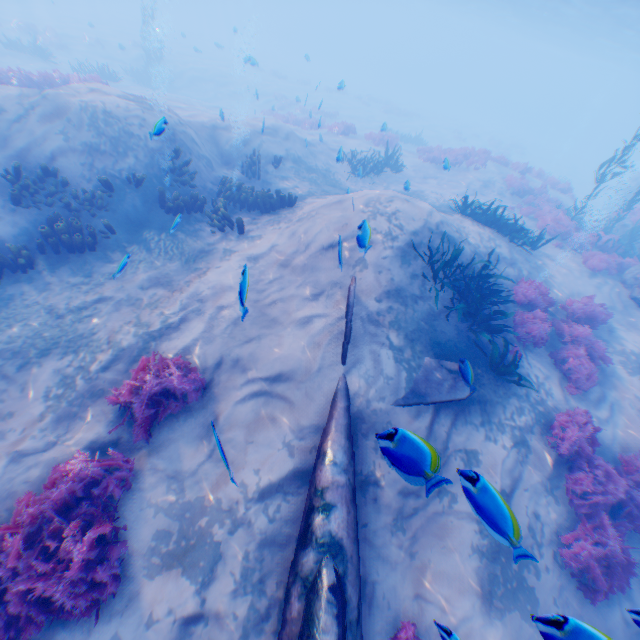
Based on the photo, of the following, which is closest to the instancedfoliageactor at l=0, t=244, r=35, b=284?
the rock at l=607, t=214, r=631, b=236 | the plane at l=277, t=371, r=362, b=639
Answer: the plane at l=277, t=371, r=362, b=639

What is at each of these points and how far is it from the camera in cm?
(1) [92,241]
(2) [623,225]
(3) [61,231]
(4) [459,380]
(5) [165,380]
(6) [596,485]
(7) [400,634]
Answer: (1) instancedfoliageactor, 798
(2) rock, 1788
(3) instancedfoliageactor, 766
(4) plane, 660
(5) instancedfoliageactor, 573
(6) instancedfoliageactor, 625
(7) instancedfoliageactor, 446

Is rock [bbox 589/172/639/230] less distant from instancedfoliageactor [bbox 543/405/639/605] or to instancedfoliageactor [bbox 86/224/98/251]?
instancedfoliageactor [bbox 543/405/639/605]

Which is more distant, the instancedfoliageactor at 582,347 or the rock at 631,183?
the rock at 631,183

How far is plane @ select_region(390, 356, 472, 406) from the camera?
6.29m

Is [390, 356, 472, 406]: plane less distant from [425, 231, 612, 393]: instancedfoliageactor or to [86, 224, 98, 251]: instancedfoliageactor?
[425, 231, 612, 393]: instancedfoliageactor

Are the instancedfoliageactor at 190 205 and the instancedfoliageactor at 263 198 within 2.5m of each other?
yes

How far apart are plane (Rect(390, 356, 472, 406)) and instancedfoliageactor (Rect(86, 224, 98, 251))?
8.0m
